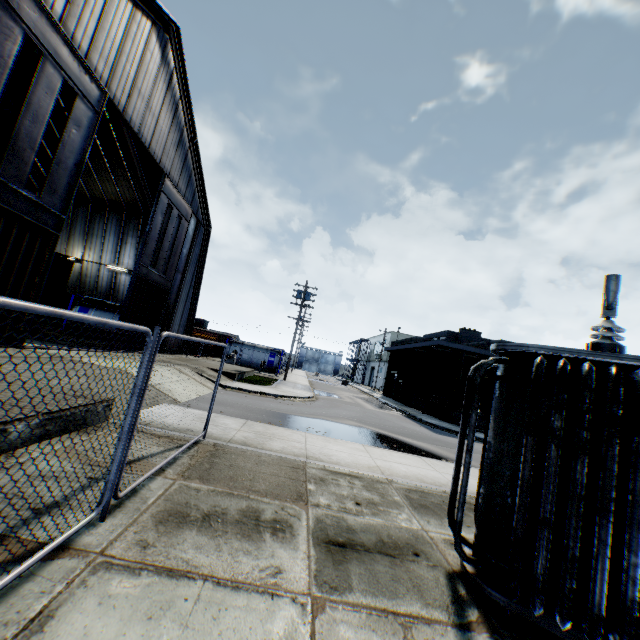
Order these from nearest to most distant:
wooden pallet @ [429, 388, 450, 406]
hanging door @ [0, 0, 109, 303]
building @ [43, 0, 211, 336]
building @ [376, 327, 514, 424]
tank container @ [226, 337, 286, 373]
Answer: hanging door @ [0, 0, 109, 303]
building @ [43, 0, 211, 336]
building @ [376, 327, 514, 424]
wooden pallet @ [429, 388, 450, 406]
tank container @ [226, 337, 286, 373]

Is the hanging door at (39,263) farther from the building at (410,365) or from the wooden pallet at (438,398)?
the wooden pallet at (438,398)

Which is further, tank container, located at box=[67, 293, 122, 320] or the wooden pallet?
the wooden pallet

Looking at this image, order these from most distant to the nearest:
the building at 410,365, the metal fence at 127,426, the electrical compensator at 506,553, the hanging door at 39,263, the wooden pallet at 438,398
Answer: the wooden pallet at 438,398 < the building at 410,365 < the hanging door at 39,263 < the electrical compensator at 506,553 < the metal fence at 127,426

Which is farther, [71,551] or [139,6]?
[139,6]

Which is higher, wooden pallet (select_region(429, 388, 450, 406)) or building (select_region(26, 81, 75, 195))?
building (select_region(26, 81, 75, 195))

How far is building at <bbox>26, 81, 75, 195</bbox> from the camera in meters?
20.2

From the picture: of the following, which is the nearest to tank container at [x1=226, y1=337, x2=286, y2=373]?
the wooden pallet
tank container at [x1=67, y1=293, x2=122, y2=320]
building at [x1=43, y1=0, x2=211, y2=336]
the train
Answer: building at [x1=43, y1=0, x2=211, y2=336]
